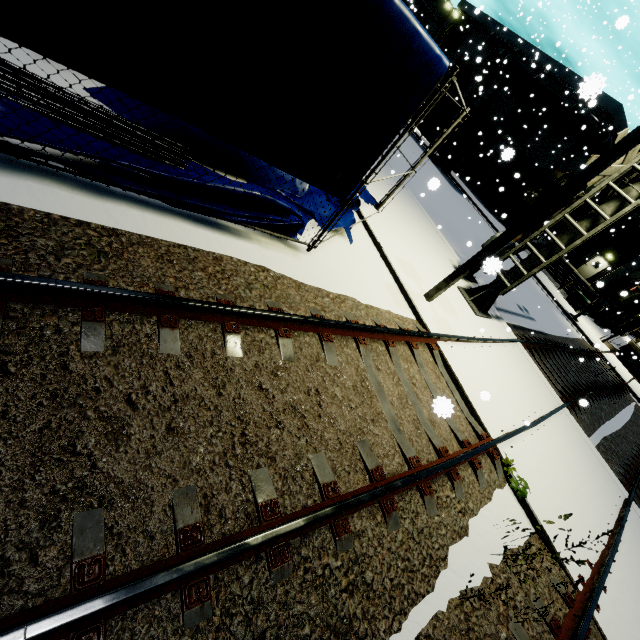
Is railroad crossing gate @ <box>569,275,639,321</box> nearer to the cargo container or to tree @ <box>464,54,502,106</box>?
the cargo container

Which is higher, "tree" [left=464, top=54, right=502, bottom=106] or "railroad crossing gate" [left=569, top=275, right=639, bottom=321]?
"tree" [left=464, top=54, right=502, bottom=106]

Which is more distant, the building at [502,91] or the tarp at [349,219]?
the building at [502,91]

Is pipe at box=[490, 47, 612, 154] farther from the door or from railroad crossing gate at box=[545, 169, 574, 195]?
railroad crossing gate at box=[545, 169, 574, 195]

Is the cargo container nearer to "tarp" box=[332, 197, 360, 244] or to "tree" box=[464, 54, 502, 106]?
"tree" box=[464, 54, 502, 106]

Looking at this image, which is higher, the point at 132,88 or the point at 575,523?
the point at 132,88

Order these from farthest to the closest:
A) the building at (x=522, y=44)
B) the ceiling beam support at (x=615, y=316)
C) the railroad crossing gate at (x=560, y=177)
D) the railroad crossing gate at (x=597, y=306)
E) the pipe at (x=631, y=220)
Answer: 1. the pipe at (x=631, y=220)
2. the ceiling beam support at (x=615, y=316)
3. the building at (x=522, y=44)
4. the railroad crossing gate at (x=597, y=306)
5. the railroad crossing gate at (x=560, y=177)

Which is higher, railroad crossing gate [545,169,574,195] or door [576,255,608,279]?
railroad crossing gate [545,169,574,195]
